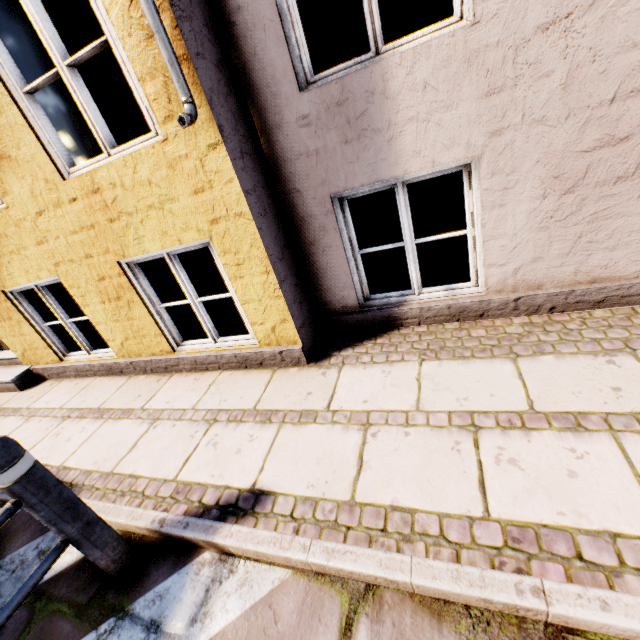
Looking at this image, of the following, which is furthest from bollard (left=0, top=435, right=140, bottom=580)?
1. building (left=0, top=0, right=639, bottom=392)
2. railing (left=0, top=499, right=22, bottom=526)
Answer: building (left=0, top=0, right=639, bottom=392)

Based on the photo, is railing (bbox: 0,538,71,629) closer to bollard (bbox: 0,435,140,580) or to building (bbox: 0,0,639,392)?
bollard (bbox: 0,435,140,580)

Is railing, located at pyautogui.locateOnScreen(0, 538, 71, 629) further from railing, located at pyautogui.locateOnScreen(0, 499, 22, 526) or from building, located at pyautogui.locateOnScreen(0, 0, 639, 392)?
building, located at pyautogui.locateOnScreen(0, 0, 639, 392)

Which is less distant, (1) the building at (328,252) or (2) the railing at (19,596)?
(2) the railing at (19,596)

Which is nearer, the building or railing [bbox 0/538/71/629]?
railing [bbox 0/538/71/629]

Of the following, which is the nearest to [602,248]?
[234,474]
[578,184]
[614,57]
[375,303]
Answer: [578,184]

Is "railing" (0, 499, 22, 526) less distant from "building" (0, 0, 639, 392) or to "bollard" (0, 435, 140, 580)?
"bollard" (0, 435, 140, 580)

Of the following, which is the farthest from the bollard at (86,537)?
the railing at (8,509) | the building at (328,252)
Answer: the building at (328,252)
